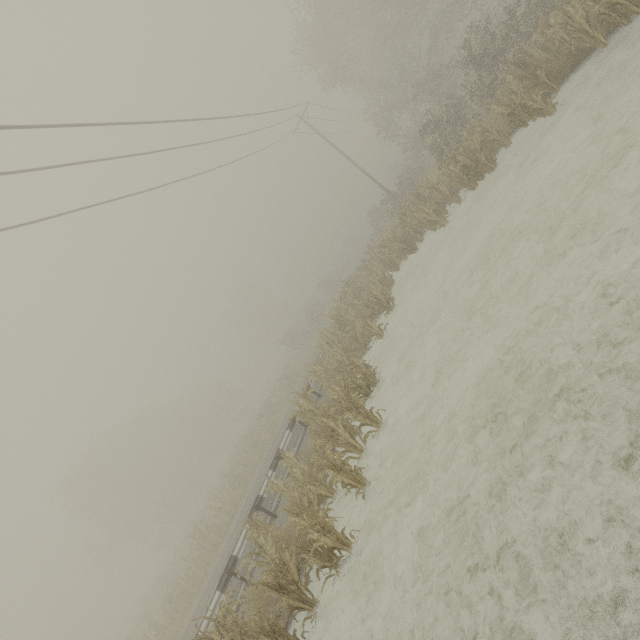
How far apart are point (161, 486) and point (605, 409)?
48.7m
